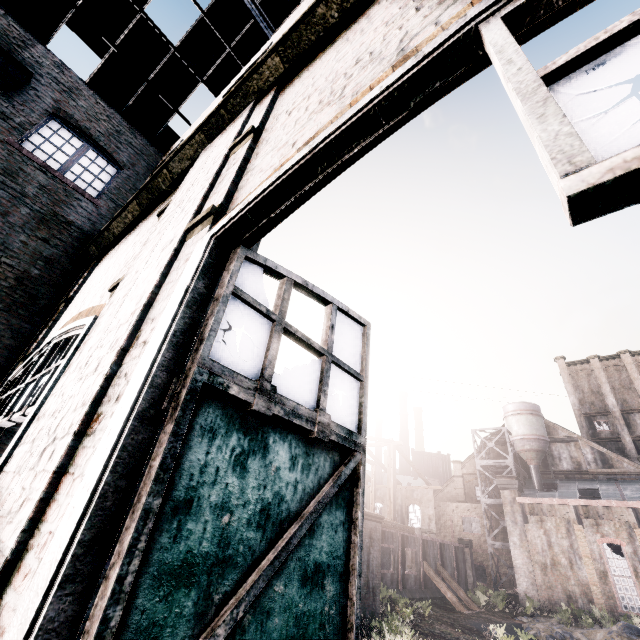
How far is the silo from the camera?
43.25m

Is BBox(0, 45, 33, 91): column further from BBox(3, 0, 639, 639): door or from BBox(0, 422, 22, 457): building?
BBox(3, 0, 639, 639): door

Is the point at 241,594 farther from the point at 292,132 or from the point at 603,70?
the point at 292,132

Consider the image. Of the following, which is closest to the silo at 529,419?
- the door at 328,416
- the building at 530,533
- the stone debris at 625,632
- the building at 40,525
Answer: the building at 530,533

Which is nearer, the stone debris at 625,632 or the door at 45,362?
the door at 45,362

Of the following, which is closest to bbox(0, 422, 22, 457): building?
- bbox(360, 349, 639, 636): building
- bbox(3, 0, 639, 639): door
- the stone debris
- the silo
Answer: bbox(3, 0, 639, 639): door

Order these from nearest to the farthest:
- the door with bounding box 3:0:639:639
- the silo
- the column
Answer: the door with bounding box 3:0:639:639
the column
the silo

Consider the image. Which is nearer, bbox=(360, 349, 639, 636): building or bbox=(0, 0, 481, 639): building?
bbox=(0, 0, 481, 639): building
